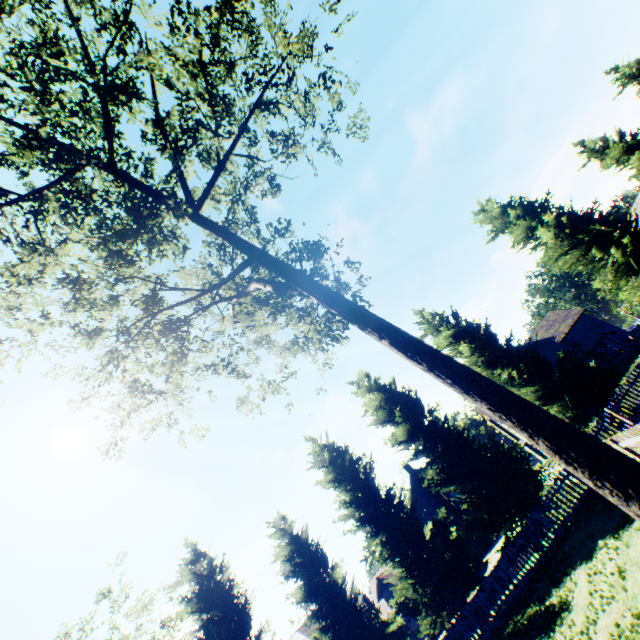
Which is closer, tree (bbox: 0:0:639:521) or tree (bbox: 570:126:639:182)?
tree (bbox: 0:0:639:521)

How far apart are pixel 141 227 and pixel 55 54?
5.3 meters

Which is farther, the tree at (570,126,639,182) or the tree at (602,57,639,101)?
the tree at (602,57,639,101)

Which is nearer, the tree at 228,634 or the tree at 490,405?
the tree at 490,405

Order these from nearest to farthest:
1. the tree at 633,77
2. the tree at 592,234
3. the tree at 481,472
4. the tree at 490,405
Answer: the tree at 490,405 < the tree at 481,472 < the tree at 592,234 < the tree at 633,77
